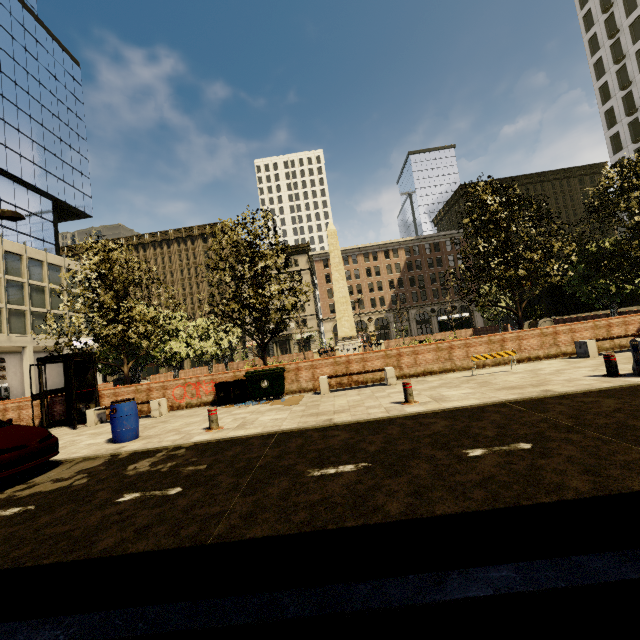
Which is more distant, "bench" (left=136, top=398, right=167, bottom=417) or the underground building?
the underground building

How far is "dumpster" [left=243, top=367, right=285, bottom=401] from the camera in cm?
1162

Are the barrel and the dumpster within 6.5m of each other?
yes

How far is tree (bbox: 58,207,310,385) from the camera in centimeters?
1344cm

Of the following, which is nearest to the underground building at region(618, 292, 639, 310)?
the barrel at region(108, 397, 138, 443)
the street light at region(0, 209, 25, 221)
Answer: the barrel at region(108, 397, 138, 443)

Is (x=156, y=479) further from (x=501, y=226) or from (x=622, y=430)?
(x=501, y=226)

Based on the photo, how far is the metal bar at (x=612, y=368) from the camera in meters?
7.8 m

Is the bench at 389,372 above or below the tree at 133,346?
below
